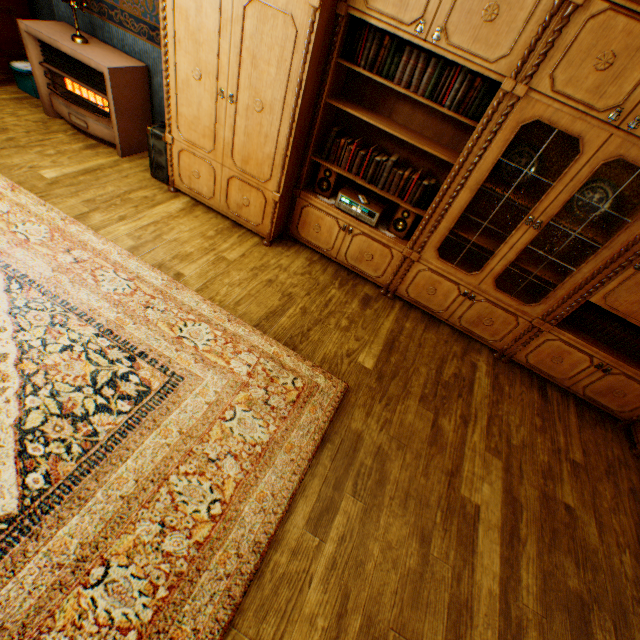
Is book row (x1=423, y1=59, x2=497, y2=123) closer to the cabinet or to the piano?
the cabinet

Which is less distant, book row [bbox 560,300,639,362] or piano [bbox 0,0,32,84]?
book row [bbox 560,300,639,362]

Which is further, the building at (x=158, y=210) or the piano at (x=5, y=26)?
the piano at (x=5, y=26)

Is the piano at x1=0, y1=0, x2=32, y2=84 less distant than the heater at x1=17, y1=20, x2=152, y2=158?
No

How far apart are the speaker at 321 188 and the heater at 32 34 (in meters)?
2.33

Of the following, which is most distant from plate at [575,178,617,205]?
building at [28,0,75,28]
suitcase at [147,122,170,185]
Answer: suitcase at [147,122,170,185]

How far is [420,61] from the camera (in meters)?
2.36

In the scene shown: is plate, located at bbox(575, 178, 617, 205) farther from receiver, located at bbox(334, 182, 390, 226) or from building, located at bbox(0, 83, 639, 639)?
receiver, located at bbox(334, 182, 390, 226)
